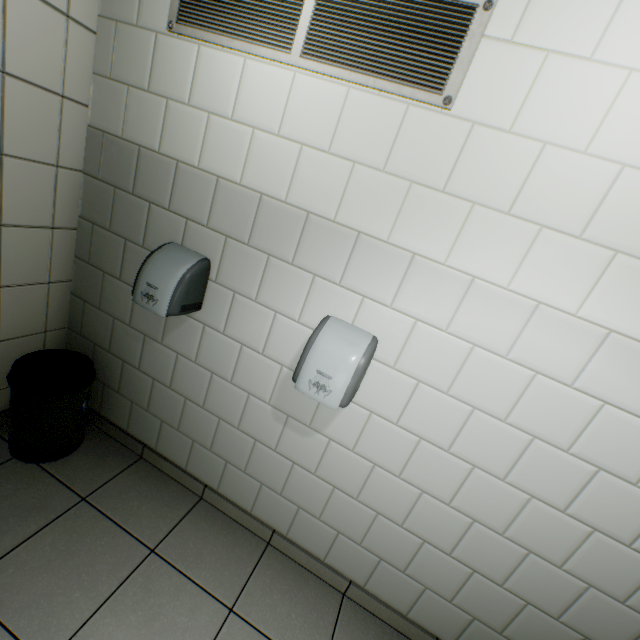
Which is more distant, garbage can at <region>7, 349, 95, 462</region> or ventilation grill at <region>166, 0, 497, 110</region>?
garbage can at <region>7, 349, 95, 462</region>

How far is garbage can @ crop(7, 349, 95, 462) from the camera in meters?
1.7

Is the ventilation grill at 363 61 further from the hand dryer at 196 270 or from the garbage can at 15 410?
the garbage can at 15 410

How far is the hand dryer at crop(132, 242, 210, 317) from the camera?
1.5m

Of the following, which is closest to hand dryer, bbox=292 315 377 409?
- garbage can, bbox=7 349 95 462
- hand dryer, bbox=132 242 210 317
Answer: hand dryer, bbox=132 242 210 317

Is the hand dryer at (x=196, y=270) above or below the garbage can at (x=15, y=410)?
above

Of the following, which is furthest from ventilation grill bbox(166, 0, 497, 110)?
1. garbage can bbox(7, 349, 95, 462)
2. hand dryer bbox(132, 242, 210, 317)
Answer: garbage can bbox(7, 349, 95, 462)

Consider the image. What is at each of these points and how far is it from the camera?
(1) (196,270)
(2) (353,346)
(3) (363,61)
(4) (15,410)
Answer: (1) hand dryer, 1.6 meters
(2) hand dryer, 1.4 meters
(3) ventilation grill, 1.2 meters
(4) garbage can, 1.7 meters
